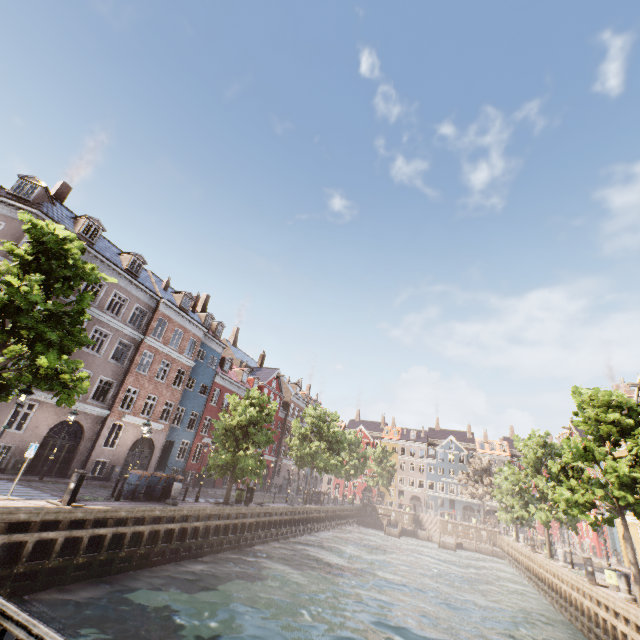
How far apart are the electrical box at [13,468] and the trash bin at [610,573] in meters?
33.0 m

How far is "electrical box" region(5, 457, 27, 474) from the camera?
17.8 meters

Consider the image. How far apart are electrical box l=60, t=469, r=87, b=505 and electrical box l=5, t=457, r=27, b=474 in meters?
9.0 m

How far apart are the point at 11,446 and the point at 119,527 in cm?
1700

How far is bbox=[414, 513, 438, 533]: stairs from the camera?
50.3 meters

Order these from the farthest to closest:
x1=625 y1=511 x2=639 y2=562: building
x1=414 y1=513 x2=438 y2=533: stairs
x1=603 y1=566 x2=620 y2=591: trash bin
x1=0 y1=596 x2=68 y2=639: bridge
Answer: x1=414 y1=513 x2=438 y2=533: stairs → x1=625 y1=511 x2=639 y2=562: building → x1=603 y1=566 x2=620 y2=591: trash bin → x1=0 y1=596 x2=68 y2=639: bridge

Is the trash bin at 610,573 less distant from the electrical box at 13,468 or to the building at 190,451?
the building at 190,451

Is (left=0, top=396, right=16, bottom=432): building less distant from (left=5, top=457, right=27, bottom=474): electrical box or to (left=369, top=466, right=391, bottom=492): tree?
(left=5, top=457, right=27, bottom=474): electrical box
